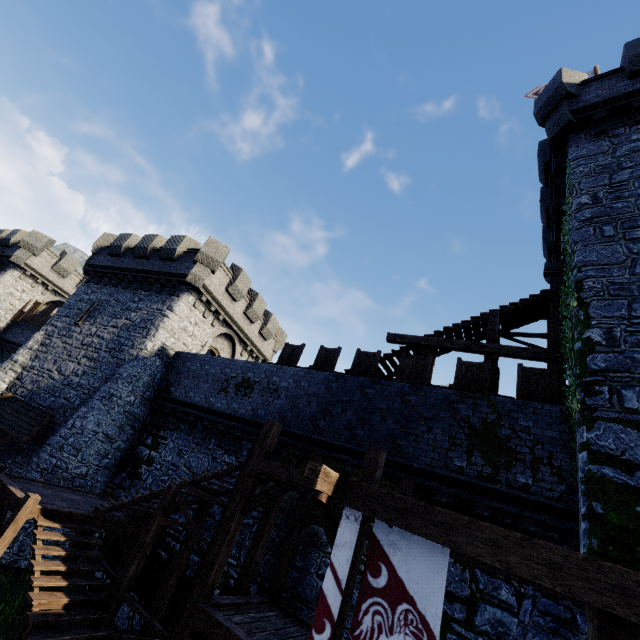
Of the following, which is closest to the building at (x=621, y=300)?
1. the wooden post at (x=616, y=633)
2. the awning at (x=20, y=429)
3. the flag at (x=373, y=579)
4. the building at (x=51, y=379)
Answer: the wooden post at (x=616, y=633)

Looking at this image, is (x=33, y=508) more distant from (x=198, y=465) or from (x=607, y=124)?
(x=607, y=124)

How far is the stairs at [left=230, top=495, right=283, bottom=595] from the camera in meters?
8.4 m

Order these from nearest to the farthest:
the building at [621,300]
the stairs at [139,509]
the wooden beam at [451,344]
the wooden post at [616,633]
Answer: the wooden post at [616,633] < the building at [621,300] < the stairs at [139,509] < the wooden beam at [451,344]

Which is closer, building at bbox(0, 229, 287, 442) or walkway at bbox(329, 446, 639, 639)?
walkway at bbox(329, 446, 639, 639)

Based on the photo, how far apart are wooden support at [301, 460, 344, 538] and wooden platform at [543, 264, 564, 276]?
10.07m

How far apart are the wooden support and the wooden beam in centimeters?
746cm

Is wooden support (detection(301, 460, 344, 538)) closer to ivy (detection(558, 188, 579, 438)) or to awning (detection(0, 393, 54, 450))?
ivy (detection(558, 188, 579, 438))
